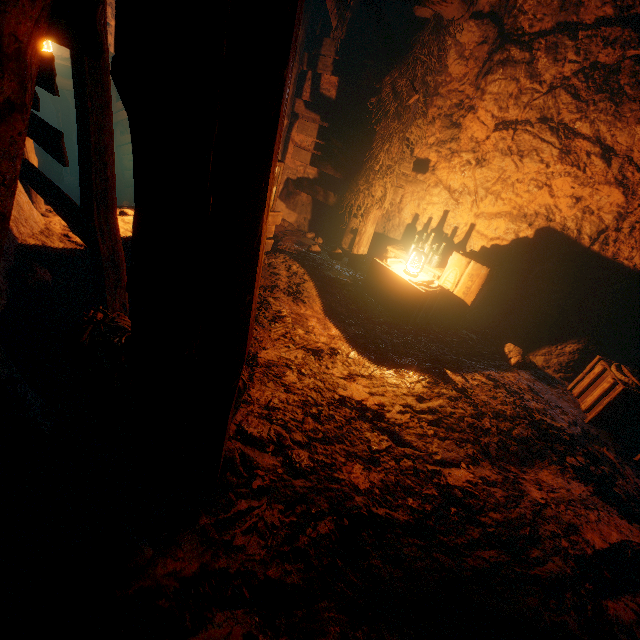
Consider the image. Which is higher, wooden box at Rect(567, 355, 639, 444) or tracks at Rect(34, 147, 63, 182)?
wooden box at Rect(567, 355, 639, 444)

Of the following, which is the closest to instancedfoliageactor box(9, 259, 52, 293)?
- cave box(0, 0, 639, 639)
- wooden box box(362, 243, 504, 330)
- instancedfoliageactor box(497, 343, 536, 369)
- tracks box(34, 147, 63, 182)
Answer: cave box(0, 0, 639, 639)

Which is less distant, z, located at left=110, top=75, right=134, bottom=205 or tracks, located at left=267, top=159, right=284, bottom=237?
tracks, located at left=267, top=159, right=284, bottom=237

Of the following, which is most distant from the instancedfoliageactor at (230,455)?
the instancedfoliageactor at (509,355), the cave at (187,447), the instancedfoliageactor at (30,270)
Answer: the instancedfoliageactor at (509,355)

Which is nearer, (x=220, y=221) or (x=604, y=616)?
(x=220, y=221)

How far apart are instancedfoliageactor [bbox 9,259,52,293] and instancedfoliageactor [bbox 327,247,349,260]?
4.1m

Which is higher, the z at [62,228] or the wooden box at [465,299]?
the wooden box at [465,299]

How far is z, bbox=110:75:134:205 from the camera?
10.6m
